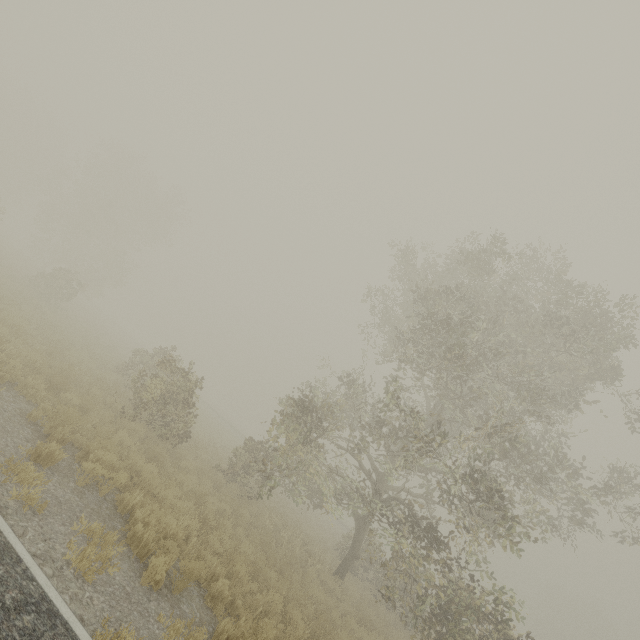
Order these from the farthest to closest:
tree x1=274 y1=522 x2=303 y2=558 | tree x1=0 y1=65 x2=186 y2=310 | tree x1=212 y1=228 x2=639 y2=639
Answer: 1. tree x1=0 y1=65 x2=186 y2=310
2. tree x1=274 y1=522 x2=303 y2=558
3. tree x1=212 y1=228 x2=639 y2=639

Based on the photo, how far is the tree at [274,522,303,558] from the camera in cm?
1187

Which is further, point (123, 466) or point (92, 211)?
point (92, 211)

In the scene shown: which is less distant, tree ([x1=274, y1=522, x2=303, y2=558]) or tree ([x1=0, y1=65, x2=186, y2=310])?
tree ([x1=274, y1=522, x2=303, y2=558])

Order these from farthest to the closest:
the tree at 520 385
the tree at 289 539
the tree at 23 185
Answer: the tree at 23 185 < the tree at 289 539 < the tree at 520 385

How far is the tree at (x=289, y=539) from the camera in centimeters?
1187cm

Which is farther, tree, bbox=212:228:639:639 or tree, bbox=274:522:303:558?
tree, bbox=274:522:303:558
